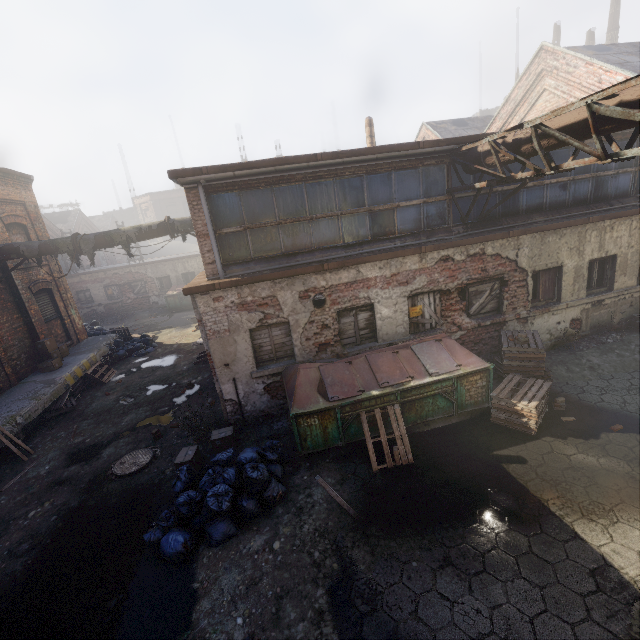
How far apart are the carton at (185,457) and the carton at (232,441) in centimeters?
30cm

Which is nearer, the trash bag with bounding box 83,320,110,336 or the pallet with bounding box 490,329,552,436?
the pallet with bounding box 490,329,552,436

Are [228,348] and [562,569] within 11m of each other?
yes

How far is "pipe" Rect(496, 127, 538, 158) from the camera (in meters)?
6.23

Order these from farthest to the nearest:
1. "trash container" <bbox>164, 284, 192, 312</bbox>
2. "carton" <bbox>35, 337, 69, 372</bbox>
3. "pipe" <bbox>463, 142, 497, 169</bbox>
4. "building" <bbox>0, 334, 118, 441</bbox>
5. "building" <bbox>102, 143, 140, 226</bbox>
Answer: "building" <bbox>102, 143, 140, 226</bbox>, "trash container" <bbox>164, 284, 192, 312</bbox>, "carton" <bbox>35, 337, 69, 372</bbox>, "building" <bbox>0, 334, 118, 441</bbox>, "pipe" <bbox>463, 142, 497, 169</bbox>

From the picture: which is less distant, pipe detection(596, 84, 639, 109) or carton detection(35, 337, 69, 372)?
pipe detection(596, 84, 639, 109)

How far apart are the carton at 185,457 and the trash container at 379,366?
2.15m

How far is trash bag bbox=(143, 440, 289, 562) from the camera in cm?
529
